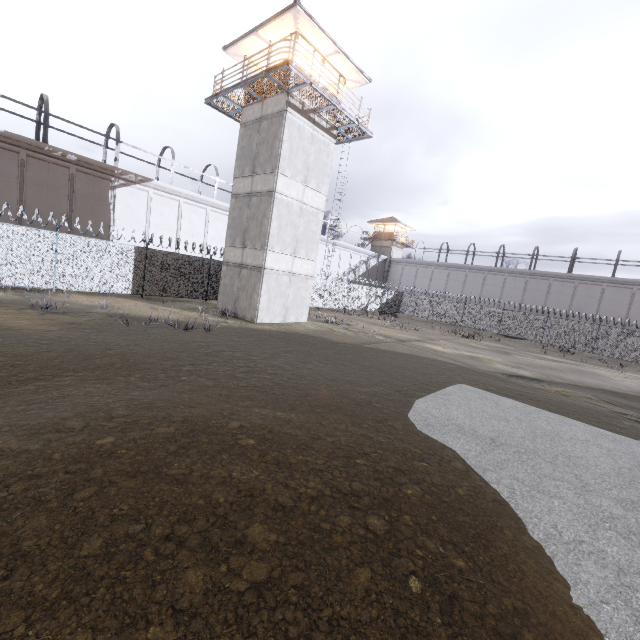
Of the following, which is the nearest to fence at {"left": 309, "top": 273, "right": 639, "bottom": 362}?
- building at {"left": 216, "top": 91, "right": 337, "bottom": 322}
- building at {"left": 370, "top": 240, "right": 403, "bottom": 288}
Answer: building at {"left": 216, "top": 91, "right": 337, "bottom": 322}

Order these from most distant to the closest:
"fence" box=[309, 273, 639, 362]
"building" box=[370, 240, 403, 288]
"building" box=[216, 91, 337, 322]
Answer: "building" box=[370, 240, 403, 288] < "fence" box=[309, 273, 639, 362] < "building" box=[216, 91, 337, 322]

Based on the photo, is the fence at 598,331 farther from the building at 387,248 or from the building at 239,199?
the building at 387,248

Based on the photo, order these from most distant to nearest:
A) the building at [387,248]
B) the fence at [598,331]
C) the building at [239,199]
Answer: the building at [387,248]
the fence at [598,331]
the building at [239,199]

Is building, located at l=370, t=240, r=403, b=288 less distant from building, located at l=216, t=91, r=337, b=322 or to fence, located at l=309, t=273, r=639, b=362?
fence, located at l=309, t=273, r=639, b=362

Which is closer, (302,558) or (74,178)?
(302,558)

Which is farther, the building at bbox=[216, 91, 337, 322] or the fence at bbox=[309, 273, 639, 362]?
the fence at bbox=[309, 273, 639, 362]

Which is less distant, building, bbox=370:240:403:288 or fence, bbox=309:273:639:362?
fence, bbox=309:273:639:362
